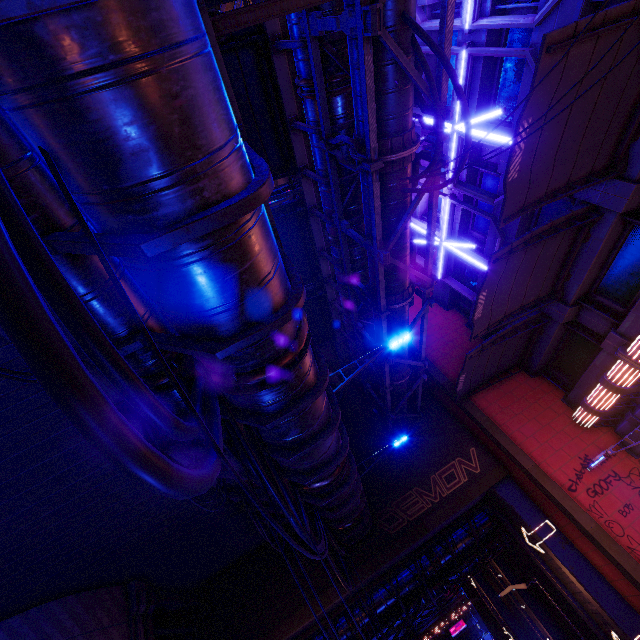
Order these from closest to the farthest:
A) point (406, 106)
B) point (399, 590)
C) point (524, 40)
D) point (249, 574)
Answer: point (406, 106) < point (524, 40) < point (249, 574) < point (399, 590)

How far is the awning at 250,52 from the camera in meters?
8.8 m

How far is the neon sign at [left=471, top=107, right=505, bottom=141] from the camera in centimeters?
1113cm

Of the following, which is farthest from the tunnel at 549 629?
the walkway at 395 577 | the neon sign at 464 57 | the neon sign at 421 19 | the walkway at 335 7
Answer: the neon sign at 421 19

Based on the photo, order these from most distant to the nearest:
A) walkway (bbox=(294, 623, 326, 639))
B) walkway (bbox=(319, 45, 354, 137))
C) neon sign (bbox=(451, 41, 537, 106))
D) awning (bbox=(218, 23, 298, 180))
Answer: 1. walkway (bbox=(294, 623, 326, 639))
2. neon sign (bbox=(451, 41, 537, 106))
3. awning (bbox=(218, 23, 298, 180))
4. walkway (bbox=(319, 45, 354, 137))

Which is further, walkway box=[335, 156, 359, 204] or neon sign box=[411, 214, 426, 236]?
neon sign box=[411, 214, 426, 236]

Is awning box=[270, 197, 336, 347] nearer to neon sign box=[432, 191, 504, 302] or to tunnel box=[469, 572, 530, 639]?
neon sign box=[432, 191, 504, 302]
